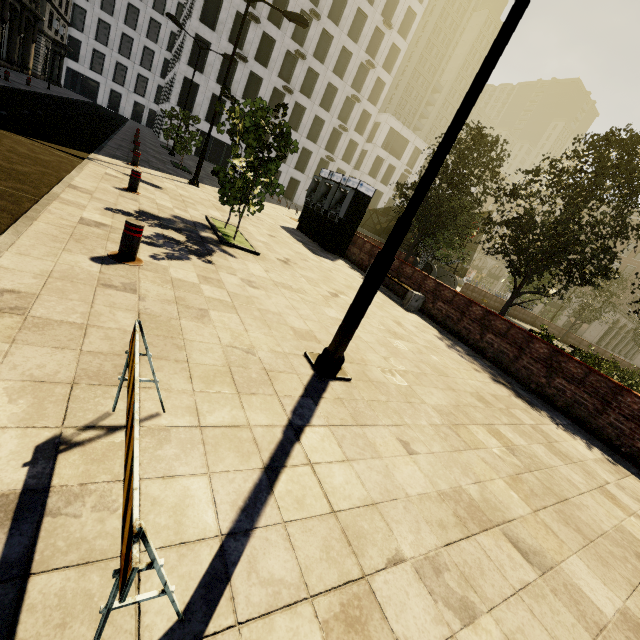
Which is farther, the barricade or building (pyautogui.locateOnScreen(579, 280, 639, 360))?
building (pyautogui.locateOnScreen(579, 280, 639, 360))

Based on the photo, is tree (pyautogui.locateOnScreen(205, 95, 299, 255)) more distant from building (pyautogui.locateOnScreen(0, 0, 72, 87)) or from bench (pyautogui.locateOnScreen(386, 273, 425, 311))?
bench (pyautogui.locateOnScreen(386, 273, 425, 311))

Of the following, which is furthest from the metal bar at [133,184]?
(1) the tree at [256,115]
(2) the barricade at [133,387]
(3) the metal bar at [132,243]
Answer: (2) the barricade at [133,387]

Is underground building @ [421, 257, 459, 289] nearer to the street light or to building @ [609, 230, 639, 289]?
the street light

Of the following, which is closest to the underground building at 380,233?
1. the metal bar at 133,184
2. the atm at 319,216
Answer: the atm at 319,216

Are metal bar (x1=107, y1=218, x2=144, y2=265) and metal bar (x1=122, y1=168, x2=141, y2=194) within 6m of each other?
yes

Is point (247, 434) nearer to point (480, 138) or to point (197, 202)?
point (197, 202)

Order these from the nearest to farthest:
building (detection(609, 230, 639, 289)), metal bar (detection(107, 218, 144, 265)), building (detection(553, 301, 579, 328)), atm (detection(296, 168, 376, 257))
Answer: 1. metal bar (detection(107, 218, 144, 265))
2. atm (detection(296, 168, 376, 257))
3. building (detection(609, 230, 639, 289))
4. building (detection(553, 301, 579, 328))
